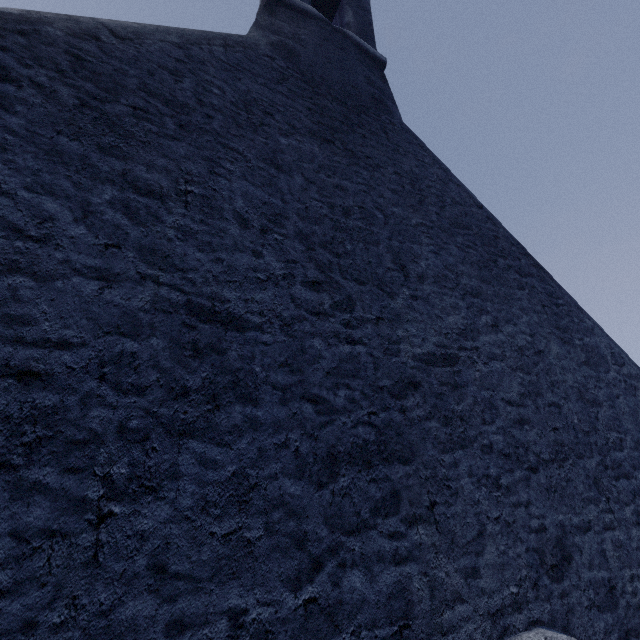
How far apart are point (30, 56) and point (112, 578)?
2.94m
